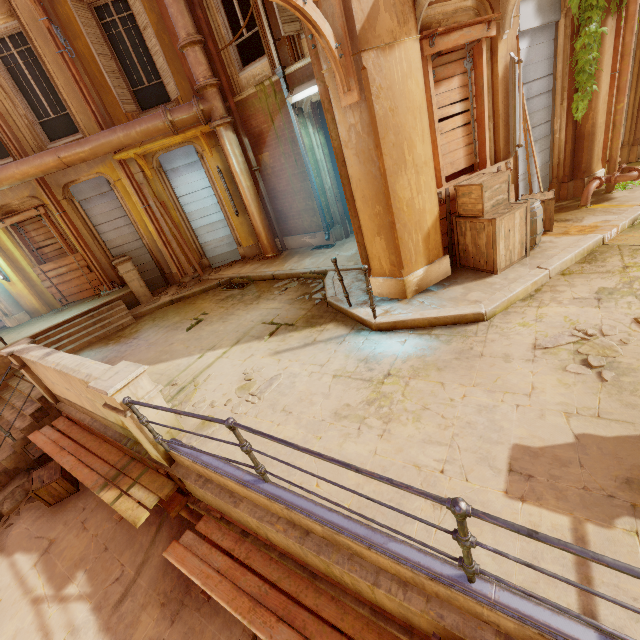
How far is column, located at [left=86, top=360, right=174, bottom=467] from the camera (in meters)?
3.96

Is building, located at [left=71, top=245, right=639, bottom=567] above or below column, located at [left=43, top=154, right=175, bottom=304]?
below

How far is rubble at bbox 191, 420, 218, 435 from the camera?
4.5 meters

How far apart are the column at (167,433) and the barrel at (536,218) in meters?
6.4

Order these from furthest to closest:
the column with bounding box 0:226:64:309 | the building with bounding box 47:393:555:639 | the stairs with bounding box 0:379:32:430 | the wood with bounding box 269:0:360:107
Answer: the column with bounding box 0:226:64:309 → the stairs with bounding box 0:379:32:430 → the wood with bounding box 269:0:360:107 → the building with bounding box 47:393:555:639

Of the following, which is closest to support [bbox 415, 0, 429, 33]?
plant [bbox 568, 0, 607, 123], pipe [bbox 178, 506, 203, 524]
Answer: plant [bbox 568, 0, 607, 123]

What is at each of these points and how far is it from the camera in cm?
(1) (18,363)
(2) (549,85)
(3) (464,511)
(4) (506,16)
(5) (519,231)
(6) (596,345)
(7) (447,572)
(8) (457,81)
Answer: (1) column, 673
(2) shutter, 653
(3) fence, 177
(4) support, 515
(5) crate, 545
(6) rubble, 376
(7) metal trim, 233
(8) wood, 543

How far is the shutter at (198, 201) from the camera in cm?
1026
